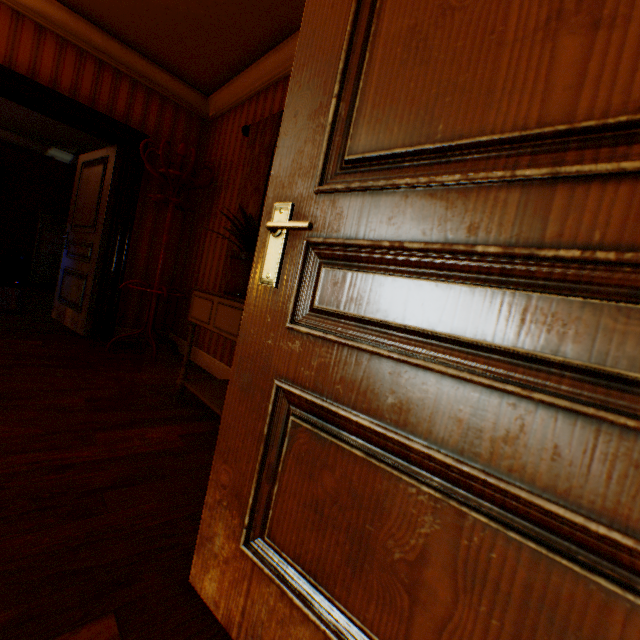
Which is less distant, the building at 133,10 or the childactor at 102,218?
the building at 133,10

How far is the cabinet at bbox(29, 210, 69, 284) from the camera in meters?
7.0 m

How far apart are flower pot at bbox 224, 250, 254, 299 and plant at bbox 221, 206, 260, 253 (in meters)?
0.04

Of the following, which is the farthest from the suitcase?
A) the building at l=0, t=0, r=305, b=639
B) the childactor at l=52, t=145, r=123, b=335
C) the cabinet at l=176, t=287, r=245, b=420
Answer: the cabinet at l=176, t=287, r=245, b=420

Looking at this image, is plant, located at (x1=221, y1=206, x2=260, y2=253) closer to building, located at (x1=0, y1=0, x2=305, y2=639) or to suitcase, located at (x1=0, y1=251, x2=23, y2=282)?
building, located at (x1=0, y1=0, x2=305, y2=639)

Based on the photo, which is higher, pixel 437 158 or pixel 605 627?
pixel 437 158

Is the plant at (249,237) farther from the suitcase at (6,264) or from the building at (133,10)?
the suitcase at (6,264)

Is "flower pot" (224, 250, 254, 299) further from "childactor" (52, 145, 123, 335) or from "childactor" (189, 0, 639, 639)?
"childactor" (52, 145, 123, 335)
